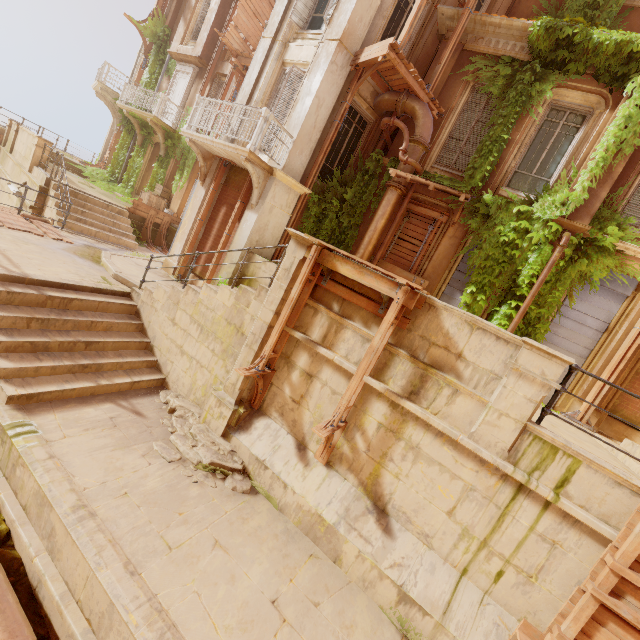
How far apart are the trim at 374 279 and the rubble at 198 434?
3.5 meters

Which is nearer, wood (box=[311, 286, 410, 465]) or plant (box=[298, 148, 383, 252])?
wood (box=[311, 286, 410, 465])

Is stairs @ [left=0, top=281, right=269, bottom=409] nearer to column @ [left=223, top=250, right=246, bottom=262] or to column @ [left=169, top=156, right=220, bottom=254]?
column @ [left=223, top=250, right=246, bottom=262]

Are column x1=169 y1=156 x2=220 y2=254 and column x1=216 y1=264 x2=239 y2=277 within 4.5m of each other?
yes

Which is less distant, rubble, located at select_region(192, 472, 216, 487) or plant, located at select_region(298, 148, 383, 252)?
rubble, located at select_region(192, 472, 216, 487)

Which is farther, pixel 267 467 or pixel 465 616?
pixel 267 467

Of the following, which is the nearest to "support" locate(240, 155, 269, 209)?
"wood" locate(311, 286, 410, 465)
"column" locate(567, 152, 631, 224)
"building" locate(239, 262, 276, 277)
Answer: "building" locate(239, 262, 276, 277)

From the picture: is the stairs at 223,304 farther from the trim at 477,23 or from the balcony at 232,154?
the trim at 477,23
